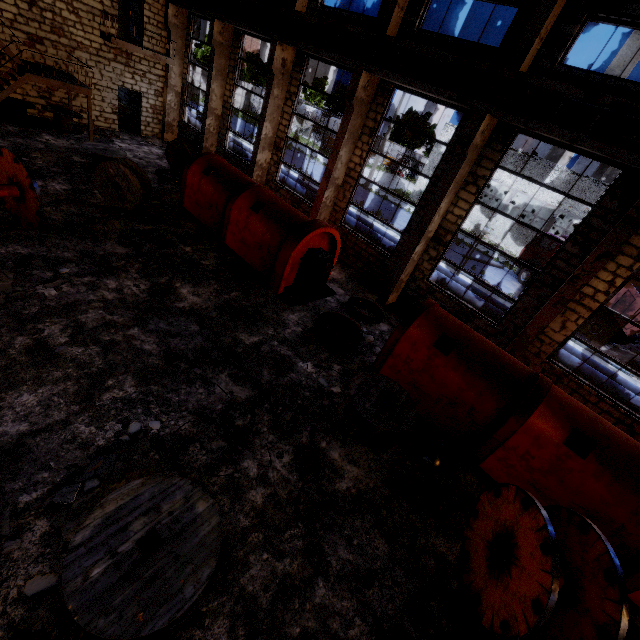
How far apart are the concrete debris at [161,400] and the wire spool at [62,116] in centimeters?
1646cm

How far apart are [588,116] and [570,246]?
3.13m

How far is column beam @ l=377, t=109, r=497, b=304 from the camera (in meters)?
8.97

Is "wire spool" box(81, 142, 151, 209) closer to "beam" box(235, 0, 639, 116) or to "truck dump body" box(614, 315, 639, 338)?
"beam" box(235, 0, 639, 116)

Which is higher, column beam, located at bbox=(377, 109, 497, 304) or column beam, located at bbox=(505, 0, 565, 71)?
column beam, located at bbox=(505, 0, 565, 71)

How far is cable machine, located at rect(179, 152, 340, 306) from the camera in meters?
9.8

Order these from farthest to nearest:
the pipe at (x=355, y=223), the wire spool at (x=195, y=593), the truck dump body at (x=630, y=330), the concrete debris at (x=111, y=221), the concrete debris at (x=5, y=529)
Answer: the truck dump body at (x=630, y=330) → the pipe at (x=355, y=223) → the concrete debris at (x=111, y=221) → the concrete debris at (x=5, y=529) → the wire spool at (x=195, y=593)

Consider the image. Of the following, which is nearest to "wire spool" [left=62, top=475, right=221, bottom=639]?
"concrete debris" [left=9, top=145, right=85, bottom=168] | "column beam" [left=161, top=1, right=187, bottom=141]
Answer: "concrete debris" [left=9, top=145, right=85, bottom=168]
